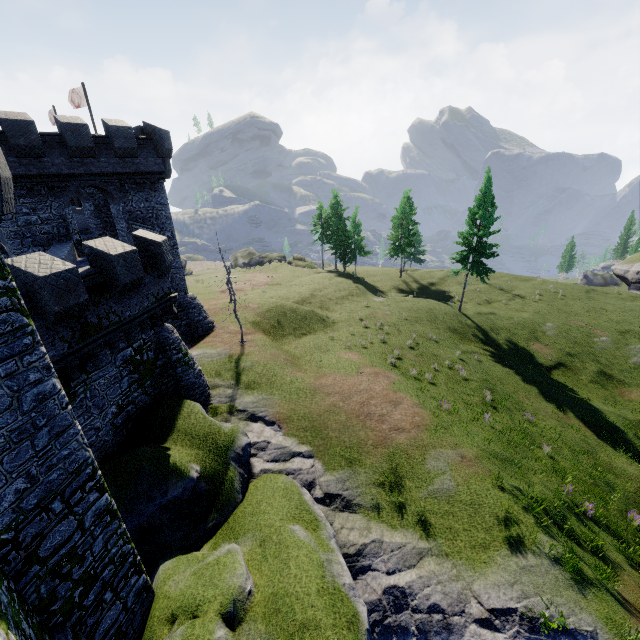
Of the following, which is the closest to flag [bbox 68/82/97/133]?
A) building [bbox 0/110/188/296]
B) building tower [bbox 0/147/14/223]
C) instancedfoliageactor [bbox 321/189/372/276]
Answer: building [bbox 0/110/188/296]

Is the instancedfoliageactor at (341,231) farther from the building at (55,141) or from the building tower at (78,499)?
the building tower at (78,499)

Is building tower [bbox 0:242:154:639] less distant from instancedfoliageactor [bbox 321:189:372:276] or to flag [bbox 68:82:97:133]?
flag [bbox 68:82:97:133]

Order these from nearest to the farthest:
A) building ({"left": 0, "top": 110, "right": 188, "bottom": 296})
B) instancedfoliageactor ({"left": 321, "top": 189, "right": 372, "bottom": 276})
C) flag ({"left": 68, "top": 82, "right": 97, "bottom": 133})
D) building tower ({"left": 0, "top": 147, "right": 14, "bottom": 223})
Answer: building tower ({"left": 0, "top": 147, "right": 14, "bottom": 223})
building ({"left": 0, "top": 110, "right": 188, "bottom": 296})
flag ({"left": 68, "top": 82, "right": 97, "bottom": 133})
instancedfoliageactor ({"left": 321, "top": 189, "right": 372, "bottom": 276})

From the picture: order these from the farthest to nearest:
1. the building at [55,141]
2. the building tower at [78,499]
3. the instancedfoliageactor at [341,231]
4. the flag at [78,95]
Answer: the instancedfoliageactor at [341,231], the flag at [78,95], the building at [55,141], the building tower at [78,499]

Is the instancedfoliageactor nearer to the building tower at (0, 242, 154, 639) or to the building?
the building

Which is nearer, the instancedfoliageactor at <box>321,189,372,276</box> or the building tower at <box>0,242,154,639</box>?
the building tower at <box>0,242,154,639</box>

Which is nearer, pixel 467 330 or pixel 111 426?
pixel 111 426
